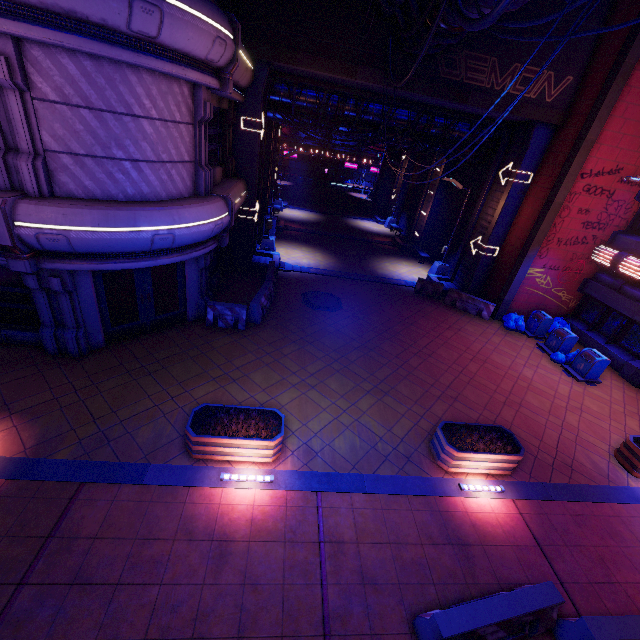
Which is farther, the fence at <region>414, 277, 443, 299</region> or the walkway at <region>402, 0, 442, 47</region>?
the fence at <region>414, 277, 443, 299</region>

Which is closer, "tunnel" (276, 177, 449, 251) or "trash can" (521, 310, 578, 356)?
"trash can" (521, 310, 578, 356)

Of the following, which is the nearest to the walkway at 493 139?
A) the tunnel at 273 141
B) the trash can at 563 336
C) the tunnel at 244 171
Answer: the tunnel at 244 171

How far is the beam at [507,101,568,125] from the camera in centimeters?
1414cm

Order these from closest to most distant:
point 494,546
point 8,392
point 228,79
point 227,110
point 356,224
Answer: point 494,546, point 8,392, point 228,79, point 227,110, point 356,224

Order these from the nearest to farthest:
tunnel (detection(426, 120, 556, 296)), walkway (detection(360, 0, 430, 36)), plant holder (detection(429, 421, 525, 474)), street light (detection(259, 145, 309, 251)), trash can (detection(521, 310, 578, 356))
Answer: plant holder (detection(429, 421, 525, 474)) < walkway (detection(360, 0, 430, 36)) < trash can (detection(521, 310, 578, 356)) < tunnel (detection(426, 120, 556, 296)) < street light (detection(259, 145, 309, 251))

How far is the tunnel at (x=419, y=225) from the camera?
24.7m

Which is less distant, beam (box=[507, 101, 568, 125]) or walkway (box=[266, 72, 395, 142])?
beam (box=[507, 101, 568, 125])
